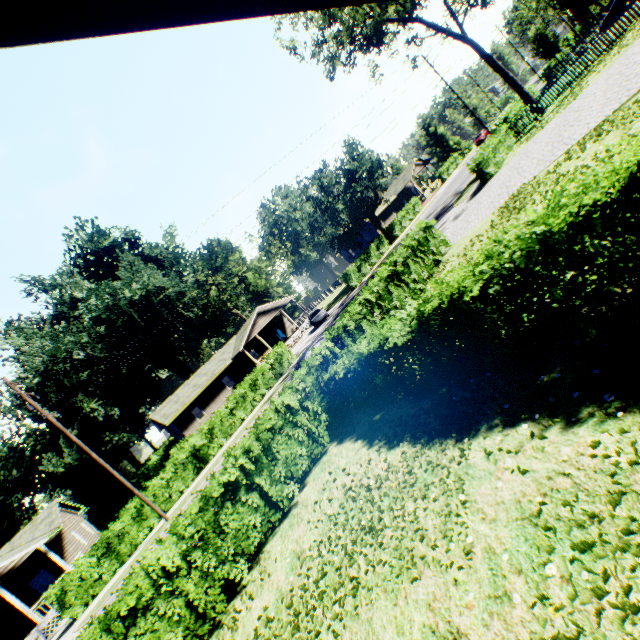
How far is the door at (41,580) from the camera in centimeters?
2345cm

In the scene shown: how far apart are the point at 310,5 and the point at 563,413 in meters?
4.8

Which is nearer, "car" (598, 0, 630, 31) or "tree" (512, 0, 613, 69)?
"car" (598, 0, 630, 31)

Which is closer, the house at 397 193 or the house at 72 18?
the house at 72 18

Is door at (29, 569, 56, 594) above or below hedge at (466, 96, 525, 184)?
above

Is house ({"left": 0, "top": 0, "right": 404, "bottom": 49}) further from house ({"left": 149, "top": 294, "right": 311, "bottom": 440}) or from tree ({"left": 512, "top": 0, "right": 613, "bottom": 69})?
house ({"left": 149, "top": 294, "right": 311, "bottom": 440})

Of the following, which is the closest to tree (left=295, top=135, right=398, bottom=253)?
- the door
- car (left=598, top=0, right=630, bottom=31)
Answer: car (left=598, top=0, right=630, bottom=31)

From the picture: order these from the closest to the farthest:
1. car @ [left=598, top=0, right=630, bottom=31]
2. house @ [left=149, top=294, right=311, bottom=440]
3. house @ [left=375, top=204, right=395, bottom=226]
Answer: car @ [left=598, top=0, right=630, bottom=31] → house @ [left=149, top=294, right=311, bottom=440] → house @ [left=375, top=204, right=395, bottom=226]
